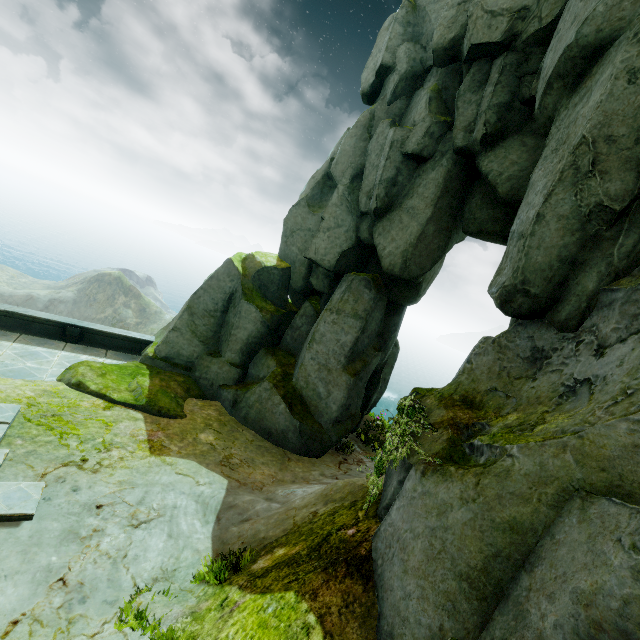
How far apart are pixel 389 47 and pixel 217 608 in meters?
17.2 m
